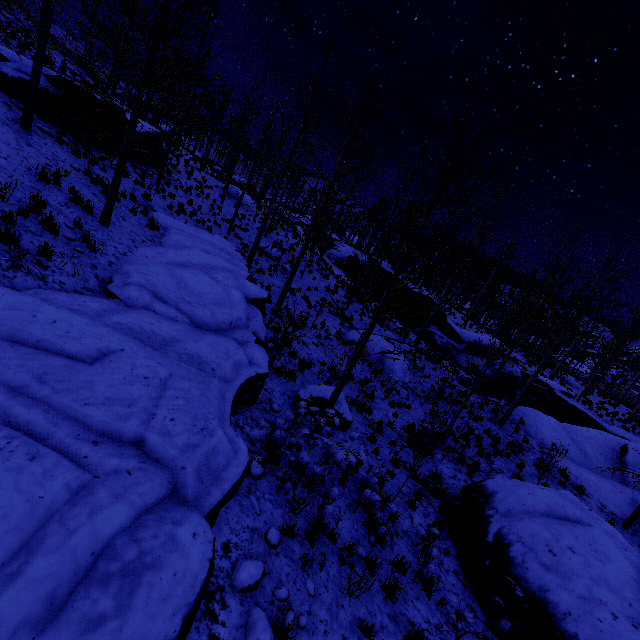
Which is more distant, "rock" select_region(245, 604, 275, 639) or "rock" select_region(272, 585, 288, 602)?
"rock" select_region(272, 585, 288, 602)

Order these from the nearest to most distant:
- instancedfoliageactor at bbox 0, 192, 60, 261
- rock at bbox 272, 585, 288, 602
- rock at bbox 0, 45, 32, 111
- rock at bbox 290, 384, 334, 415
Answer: rock at bbox 272, 585, 288, 602
instancedfoliageactor at bbox 0, 192, 60, 261
rock at bbox 290, 384, 334, 415
rock at bbox 0, 45, 32, 111

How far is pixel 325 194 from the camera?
13.1 meters

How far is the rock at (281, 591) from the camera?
4.28m

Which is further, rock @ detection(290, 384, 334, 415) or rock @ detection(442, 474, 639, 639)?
rock @ detection(290, 384, 334, 415)

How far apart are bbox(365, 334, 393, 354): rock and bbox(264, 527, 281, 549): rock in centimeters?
1105cm

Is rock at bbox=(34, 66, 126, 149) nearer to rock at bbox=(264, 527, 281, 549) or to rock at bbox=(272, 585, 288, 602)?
rock at bbox=(272, 585, 288, 602)

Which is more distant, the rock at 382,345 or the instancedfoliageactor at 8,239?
the rock at 382,345
